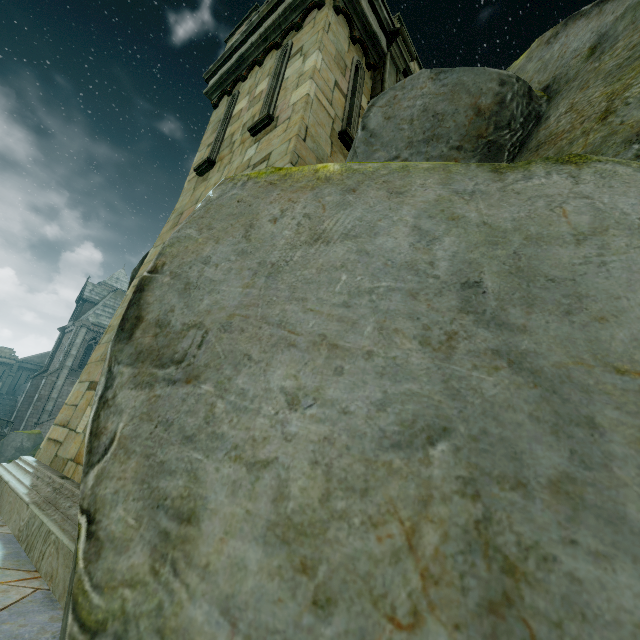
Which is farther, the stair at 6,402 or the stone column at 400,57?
the stair at 6,402

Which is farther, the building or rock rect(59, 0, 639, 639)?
the building

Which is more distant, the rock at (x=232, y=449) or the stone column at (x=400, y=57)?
the stone column at (x=400, y=57)

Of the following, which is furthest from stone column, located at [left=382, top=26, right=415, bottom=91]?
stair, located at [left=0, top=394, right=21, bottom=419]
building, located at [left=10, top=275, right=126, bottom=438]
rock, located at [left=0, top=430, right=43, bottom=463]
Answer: stair, located at [left=0, top=394, right=21, bottom=419]

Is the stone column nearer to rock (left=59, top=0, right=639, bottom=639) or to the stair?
rock (left=59, top=0, right=639, bottom=639)

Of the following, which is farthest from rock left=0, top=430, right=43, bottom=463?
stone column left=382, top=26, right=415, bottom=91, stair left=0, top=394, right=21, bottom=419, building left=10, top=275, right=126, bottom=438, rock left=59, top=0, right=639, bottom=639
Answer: stone column left=382, top=26, right=415, bottom=91

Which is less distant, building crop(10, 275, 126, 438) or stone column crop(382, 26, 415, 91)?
stone column crop(382, 26, 415, 91)

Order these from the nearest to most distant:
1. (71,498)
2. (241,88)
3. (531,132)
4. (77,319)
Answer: (531,132) < (71,498) < (241,88) < (77,319)
